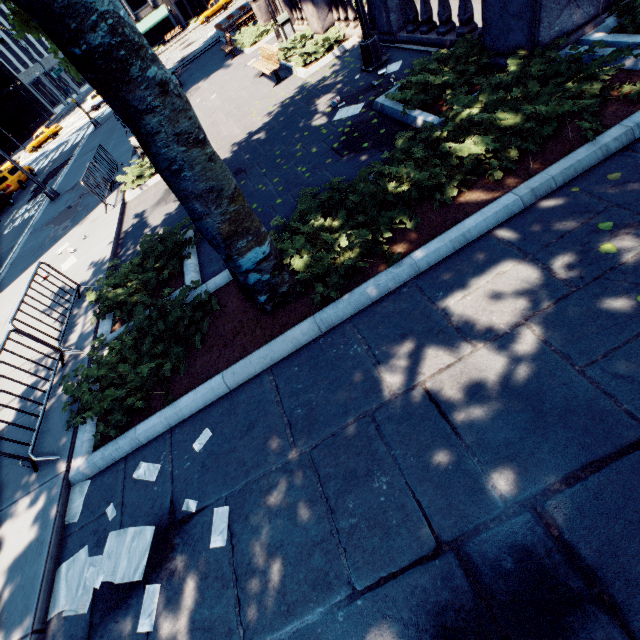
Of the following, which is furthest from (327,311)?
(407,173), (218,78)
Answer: (218,78)

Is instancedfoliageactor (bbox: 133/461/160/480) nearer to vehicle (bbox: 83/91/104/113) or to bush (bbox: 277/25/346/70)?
bush (bbox: 277/25/346/70)

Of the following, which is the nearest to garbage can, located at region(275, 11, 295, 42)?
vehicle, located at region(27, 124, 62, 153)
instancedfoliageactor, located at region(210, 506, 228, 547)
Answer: instancedfoliageactor, located at region(210, 506, 228, 547)

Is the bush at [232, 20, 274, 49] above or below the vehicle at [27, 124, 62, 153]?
below

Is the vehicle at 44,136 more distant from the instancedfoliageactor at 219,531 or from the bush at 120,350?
the instancedfoliageactor at 219,531

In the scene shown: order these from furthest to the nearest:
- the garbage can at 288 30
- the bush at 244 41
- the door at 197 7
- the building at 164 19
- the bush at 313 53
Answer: the door at 197 7
the building at 164 19
the bush at 244 41
the garbage can at 288 30
the bush at 313 53

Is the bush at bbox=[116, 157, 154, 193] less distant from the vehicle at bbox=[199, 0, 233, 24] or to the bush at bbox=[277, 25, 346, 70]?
the bush at bbox=[277, 25, 346, 70]

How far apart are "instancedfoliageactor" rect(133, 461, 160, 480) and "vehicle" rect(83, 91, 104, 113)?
49.02m
